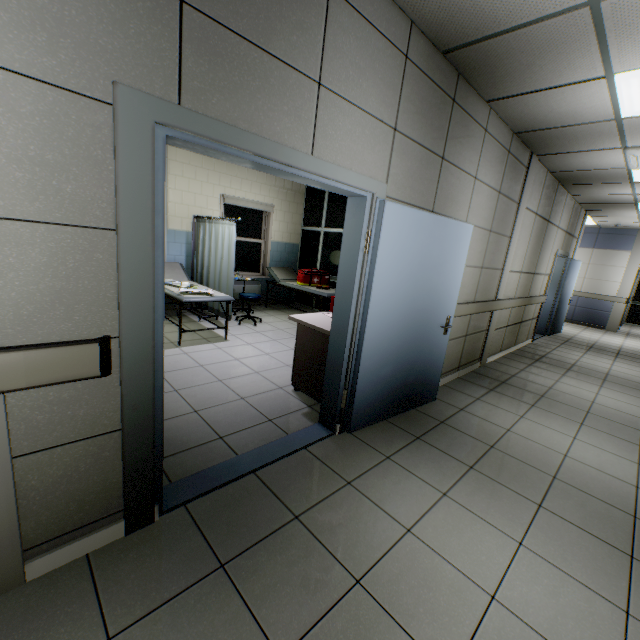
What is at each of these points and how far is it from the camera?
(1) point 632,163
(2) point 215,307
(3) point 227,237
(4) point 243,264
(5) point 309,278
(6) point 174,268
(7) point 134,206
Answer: (1) air conditioning vent, 4.38m
(2) medical screen, 5.86m
(3) medical screen, 5.40m
(4) window, 7.62m
(5) medical bag, 7.02m
(6) couch, 6.03m
(7) door, 1.40m

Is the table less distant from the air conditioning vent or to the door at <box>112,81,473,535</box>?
the door at <box>112,81,473,535</box>

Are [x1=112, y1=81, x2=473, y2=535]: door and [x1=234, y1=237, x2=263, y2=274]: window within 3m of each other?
no

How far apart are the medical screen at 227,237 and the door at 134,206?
2.9 meters

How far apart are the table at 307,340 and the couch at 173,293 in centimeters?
169cm

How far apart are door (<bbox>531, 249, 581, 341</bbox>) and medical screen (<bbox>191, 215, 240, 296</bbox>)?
6.8m

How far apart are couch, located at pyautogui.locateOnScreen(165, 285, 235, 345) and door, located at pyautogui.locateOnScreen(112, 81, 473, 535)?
2.5m

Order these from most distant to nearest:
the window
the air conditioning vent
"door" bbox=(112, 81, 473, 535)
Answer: the window, the air conditioning vent, "door" bbox=(112, 81, 473, 535)
